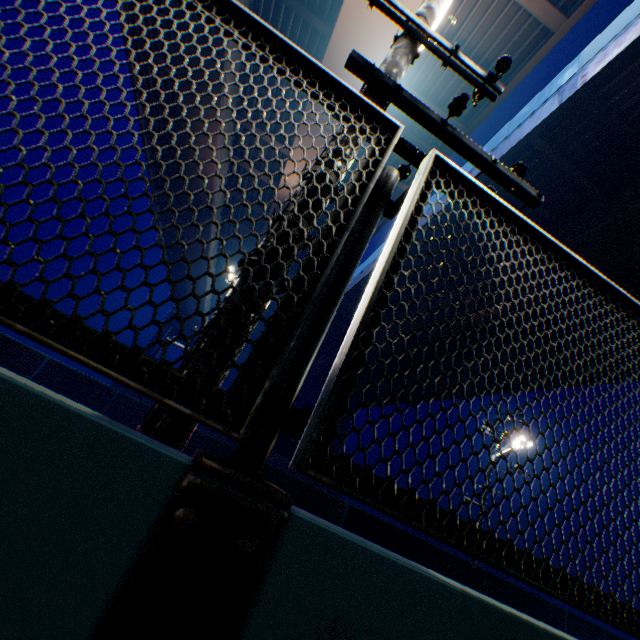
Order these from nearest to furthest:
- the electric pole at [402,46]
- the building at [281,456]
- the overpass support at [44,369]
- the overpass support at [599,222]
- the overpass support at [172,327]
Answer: the overpass support at [44,369] → the electric pole at [402,46] → the overpass support at [599,222] → the building at [281,456] → the overpass support at [172,327]

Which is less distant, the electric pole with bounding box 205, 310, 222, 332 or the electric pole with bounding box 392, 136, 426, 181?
the electric pole with bounding box 205, 310, 222, 332

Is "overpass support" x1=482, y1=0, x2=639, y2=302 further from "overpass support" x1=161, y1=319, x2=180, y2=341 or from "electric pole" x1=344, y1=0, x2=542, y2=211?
"overpass support" x1=161, y1=319, x2=180, y2=341

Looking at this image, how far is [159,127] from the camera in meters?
18.2

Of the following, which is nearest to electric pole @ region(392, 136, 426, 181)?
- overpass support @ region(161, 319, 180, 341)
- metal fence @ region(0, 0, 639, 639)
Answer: metal fence @ region(0, 0, 639, 639)

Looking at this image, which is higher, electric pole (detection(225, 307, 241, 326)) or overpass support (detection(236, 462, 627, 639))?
electric pole (detection(225, 307, 241, 326))

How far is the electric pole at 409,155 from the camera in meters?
2.6 m

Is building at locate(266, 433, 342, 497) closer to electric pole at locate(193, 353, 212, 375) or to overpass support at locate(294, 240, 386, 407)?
overpass support at locate(294, 240, 386, 407)
